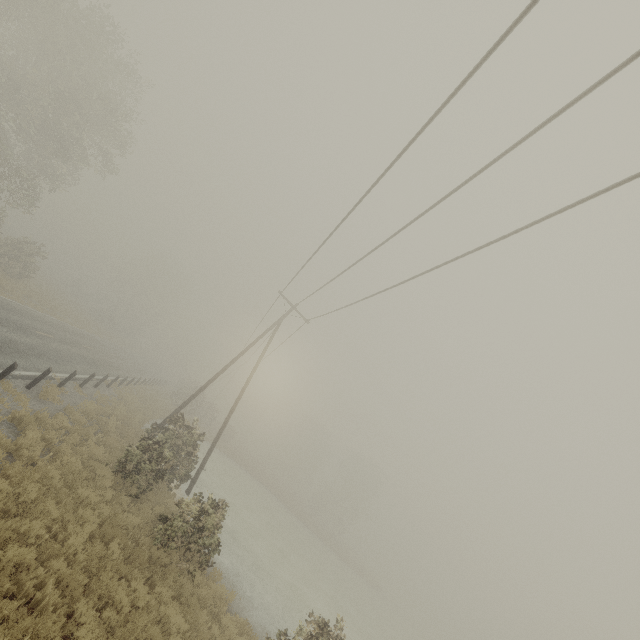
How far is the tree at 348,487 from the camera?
53.7 meters

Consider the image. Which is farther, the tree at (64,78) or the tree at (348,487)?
the tree at (348,487)

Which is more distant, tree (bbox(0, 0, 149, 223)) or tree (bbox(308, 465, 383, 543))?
tree (bbox(308, 465, 383, 543))

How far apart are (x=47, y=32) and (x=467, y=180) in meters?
31.6

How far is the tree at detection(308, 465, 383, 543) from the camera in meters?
53.7 m
